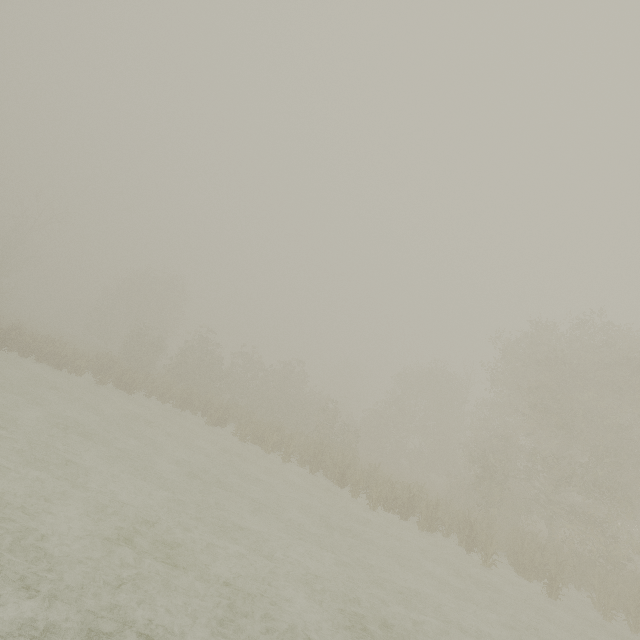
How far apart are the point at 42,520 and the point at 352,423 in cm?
3663
